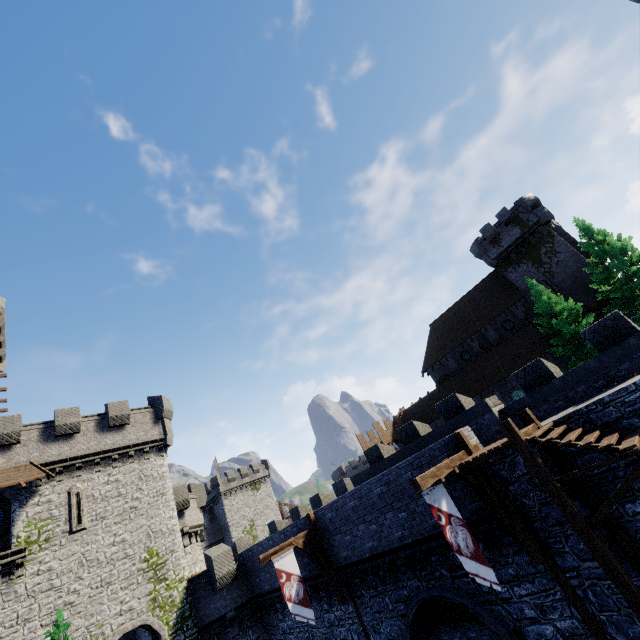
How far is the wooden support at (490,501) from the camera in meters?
9.7

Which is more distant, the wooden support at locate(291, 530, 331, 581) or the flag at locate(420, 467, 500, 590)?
the wooden support at locate(291, 530, 331, 581)

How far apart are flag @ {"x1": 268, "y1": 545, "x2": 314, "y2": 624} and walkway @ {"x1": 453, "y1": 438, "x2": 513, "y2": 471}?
9.47m

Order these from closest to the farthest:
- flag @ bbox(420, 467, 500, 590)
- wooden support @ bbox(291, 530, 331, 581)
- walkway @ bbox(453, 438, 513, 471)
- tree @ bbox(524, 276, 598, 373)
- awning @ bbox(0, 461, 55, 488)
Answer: flag @ bbox(420, 467, 500, 590), walkway @ bbox(453, 438, 513, 471), wooden support @ bbox(291, 530, 331, 581), awning @ bbox(0, 461, 55, 488), tree @ bbox(524, 276, 598, 373)

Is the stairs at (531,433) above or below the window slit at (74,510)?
below

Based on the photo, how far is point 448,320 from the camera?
42.8m

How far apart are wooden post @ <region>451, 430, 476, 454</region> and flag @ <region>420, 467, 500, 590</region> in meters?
1.6 m

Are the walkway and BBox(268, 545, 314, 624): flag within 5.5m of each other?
no
